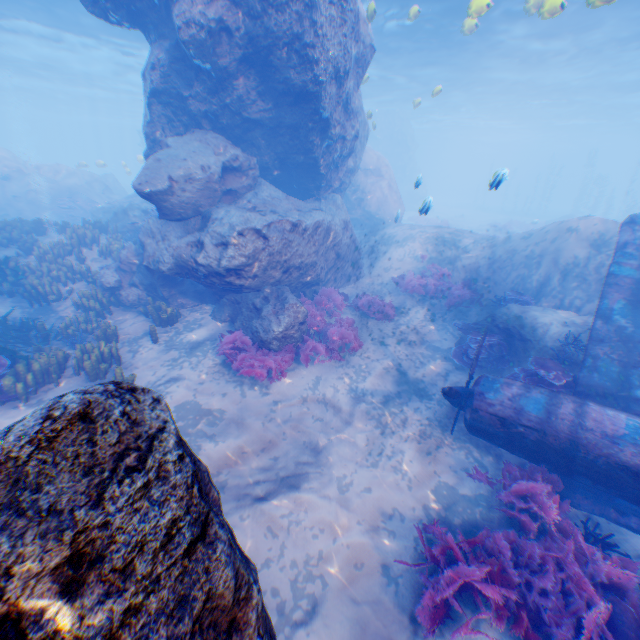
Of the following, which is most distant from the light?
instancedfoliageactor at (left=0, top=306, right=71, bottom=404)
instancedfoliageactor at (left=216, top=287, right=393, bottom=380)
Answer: instancedfoliageactor at (left=0, top=306, right=71, bottom=404)

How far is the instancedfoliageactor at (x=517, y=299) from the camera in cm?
1026

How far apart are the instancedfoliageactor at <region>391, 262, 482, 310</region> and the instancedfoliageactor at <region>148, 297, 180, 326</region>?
8.39m

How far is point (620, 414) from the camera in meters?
5.5

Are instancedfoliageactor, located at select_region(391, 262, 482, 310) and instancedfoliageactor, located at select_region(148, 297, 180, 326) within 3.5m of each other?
no

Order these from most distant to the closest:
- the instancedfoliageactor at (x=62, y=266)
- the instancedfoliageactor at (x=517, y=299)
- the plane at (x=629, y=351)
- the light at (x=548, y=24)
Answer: the light at (x=548, y=24)
the instancedfoliageactor at (x=517, y=299)
the instancedfoliageactor at (x=62, y=266)
the plane at (x=629, y=351)

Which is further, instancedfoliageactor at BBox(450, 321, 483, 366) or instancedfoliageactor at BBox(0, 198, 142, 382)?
instancedfoliageactor at BBox(450, 321, 483, 366)

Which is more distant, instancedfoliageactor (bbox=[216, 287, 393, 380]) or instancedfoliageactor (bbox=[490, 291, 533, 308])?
instancedfoliageactor (bbox=[490, 291, 533, 308])
